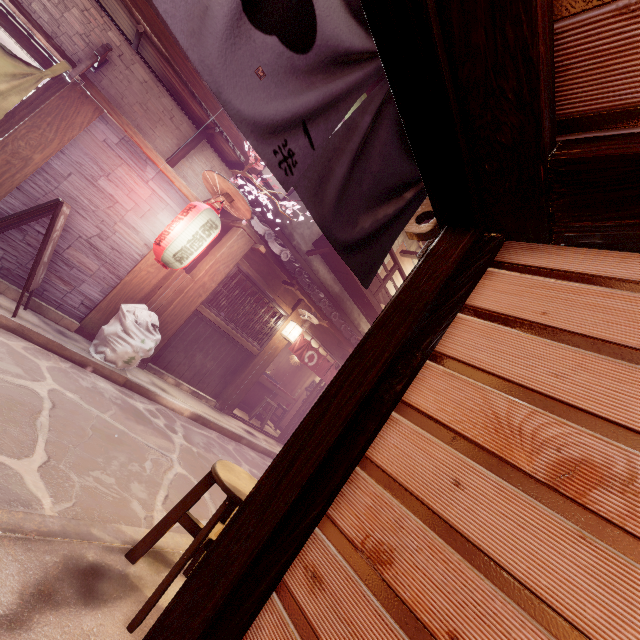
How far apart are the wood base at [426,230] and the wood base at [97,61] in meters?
8.7

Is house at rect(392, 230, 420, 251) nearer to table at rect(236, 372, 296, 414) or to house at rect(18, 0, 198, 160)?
house at rect(18, 0, 198, 160)

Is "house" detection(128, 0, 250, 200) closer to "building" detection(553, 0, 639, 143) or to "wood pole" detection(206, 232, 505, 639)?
"wood pole" detection(206, 232, 505, 639)

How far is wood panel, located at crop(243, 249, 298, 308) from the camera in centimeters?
1253cm

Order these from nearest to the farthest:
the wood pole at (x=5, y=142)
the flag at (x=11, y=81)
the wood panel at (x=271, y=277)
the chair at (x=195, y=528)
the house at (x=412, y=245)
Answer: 1. the chair at (x=195, y=528)
2. the flag at (x=11, y=81)
3. the wood pole at (x=5, y=142)
4. the wood panel at (x=271, y=277)
5. the house at (x=412, y=245)

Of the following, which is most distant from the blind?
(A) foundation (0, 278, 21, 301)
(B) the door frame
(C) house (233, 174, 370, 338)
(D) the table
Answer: (B) the door frame

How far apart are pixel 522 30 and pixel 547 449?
2.8m

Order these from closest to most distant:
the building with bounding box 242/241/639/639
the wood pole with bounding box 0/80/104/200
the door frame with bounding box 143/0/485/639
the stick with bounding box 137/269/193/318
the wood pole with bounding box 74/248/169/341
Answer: the building with bounding box 242/241/639/639 → the door frame with bounding box 143/0/485/639 → the wood pole with bounding box 0/80/104/200 → the wood pole with bounding box 74/248/169/341 → the stick with bounding box 137/269/193/318
